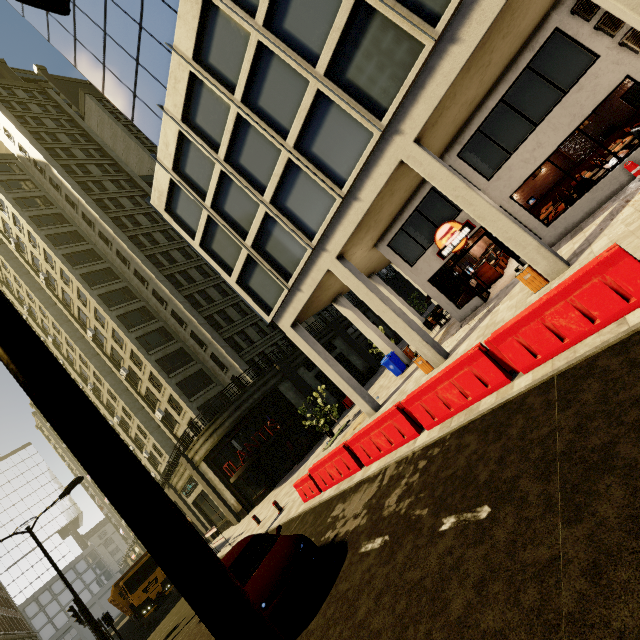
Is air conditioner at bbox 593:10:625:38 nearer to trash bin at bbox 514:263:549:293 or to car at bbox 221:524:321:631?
trash bin at bbox 514:263:549:293

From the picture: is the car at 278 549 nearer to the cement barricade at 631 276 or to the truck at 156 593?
the cement barricade at 631 276

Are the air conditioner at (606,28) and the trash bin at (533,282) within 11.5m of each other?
yes

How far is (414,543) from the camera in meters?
5.0 m

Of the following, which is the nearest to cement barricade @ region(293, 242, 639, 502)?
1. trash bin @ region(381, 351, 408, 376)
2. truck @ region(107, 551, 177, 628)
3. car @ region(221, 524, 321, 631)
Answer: car @ region(221, 524, 321, 631)

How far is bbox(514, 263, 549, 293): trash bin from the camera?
9.7 meters

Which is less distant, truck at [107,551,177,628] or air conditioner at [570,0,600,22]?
air conditioner at [570,0,600,22]

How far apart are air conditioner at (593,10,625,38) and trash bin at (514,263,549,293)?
7.4m
